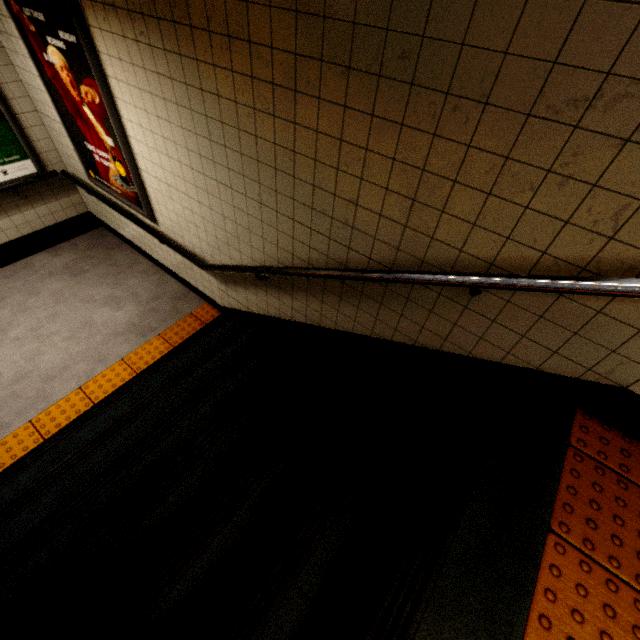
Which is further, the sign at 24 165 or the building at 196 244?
the sign at 24 165

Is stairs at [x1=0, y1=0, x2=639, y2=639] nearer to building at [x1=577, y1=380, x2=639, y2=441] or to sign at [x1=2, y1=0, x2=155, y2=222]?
building at [x1=577, y1=380, x2=639, y2=441]

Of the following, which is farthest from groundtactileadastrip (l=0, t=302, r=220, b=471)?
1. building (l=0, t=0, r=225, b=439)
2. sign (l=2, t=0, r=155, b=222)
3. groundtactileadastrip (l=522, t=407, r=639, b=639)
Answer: groundtactileadastrip (l=522, t=407, r=639, b=639)

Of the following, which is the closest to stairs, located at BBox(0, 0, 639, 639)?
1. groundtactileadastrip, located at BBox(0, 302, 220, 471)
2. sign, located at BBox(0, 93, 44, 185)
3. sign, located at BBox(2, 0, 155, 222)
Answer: groundtactileadastrip, located at BBox(0, 302, 220, 471)

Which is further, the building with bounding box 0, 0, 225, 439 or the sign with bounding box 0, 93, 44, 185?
the sign with bounding box 0, 93, 44, 185

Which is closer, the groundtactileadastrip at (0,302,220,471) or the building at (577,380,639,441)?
the building at (577,380,639,441)

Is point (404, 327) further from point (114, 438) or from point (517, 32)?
point (114, 438)

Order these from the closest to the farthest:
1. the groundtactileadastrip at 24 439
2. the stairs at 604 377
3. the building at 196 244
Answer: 1. the stairs at 604 377
2. the building at 196 244
3. the groundtactileadastrip at 24 439
